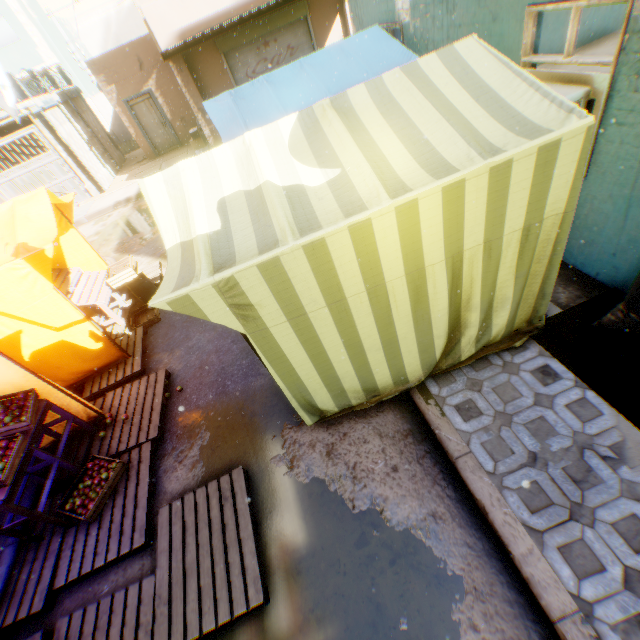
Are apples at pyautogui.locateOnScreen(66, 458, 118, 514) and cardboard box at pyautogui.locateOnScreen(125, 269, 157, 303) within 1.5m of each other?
no

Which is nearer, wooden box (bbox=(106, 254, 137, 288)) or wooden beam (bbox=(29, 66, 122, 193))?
wooden box (bbox=(106, 254, 137, 288))

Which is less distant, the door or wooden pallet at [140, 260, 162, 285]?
wooden pallet at [140, 260, 162, 285]

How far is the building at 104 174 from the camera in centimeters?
1328cm

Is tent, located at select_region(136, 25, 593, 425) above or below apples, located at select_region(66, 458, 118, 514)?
above

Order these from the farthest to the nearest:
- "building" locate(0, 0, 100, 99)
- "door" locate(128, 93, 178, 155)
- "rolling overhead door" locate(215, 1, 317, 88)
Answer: "building" locate(0, 0, 100, 99)
"door" locate(128, 93, 178, 155)
"rolling overhead door" locate(215, 1, 317, 88)

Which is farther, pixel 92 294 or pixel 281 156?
pixel 92 294

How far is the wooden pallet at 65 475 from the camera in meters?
4.2 m
